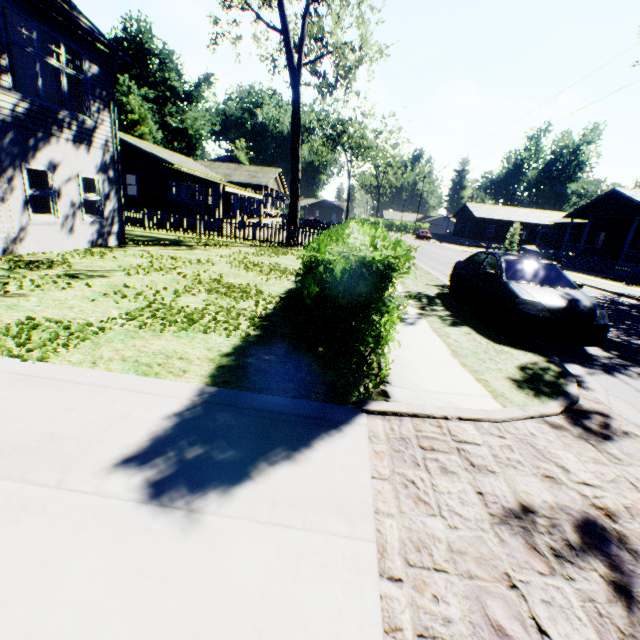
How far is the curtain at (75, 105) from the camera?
10.7m

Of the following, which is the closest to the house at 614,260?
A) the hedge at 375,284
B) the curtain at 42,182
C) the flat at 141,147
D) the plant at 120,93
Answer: the hedge at 375,284

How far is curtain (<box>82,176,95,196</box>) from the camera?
11.7m

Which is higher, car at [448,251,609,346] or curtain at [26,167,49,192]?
curtain at [26,167,49,192]

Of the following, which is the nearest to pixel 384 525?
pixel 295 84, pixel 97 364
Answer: pixel 97 364

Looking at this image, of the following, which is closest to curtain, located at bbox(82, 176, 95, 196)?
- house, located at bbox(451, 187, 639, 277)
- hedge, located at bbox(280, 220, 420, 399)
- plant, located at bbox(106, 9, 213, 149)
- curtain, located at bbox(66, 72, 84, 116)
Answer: curtain, located at bbox(66, 72, 84, 116)

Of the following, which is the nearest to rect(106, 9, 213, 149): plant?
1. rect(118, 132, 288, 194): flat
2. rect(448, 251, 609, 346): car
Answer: rect(118, 132, 288, 194): flat

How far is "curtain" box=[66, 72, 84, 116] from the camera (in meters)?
10.68
